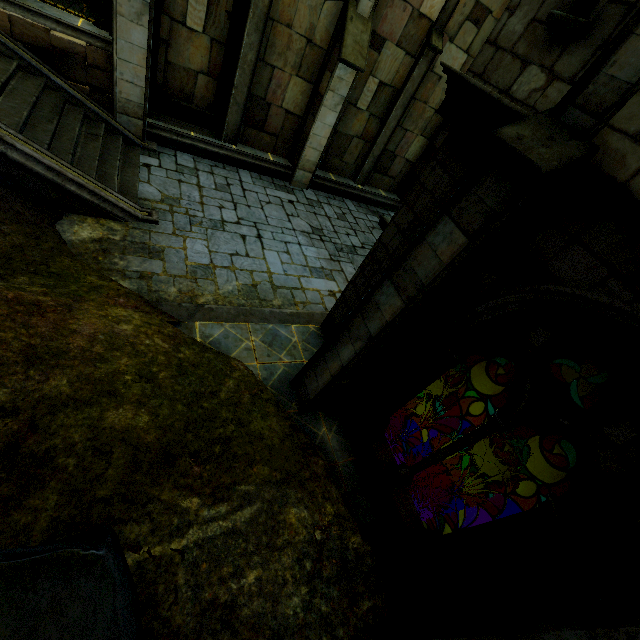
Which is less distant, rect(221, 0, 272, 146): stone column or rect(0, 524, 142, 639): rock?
rect(0, 524, 142, 639): rock

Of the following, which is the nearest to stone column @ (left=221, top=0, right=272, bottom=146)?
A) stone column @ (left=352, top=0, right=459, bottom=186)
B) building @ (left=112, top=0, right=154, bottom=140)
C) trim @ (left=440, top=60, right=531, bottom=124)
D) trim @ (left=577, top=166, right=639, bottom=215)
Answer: building @ (left=112, top=0, right=154, bottom=140)

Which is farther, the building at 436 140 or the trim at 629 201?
the building at 436 140

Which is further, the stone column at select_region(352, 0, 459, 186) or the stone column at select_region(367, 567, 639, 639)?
the stone column at select_region(352, 0, 459, 186)

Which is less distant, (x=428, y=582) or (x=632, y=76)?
(x=632, y=76)

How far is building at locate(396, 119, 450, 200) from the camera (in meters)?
13.92

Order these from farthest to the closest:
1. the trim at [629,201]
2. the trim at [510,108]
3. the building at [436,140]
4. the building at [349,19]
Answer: the building at [436,140], the building at [349,19], the trim at [510,108], the trim at [629,201]

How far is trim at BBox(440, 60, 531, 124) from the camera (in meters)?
3.64
